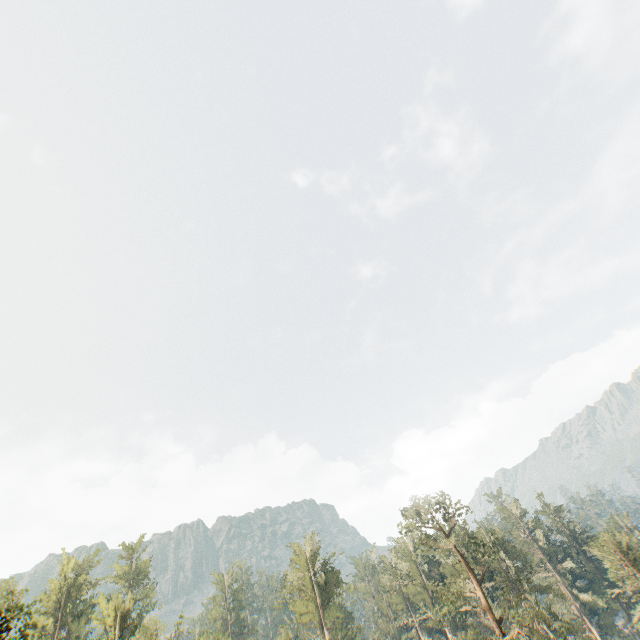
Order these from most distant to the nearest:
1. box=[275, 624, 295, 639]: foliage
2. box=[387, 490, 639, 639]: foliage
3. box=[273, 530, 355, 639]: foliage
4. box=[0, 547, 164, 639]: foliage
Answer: box=[273, 530, 355, 639]: foliage < box=[275, 624, 295, 639]: foliage < box=[387, 490, 639, 639]: foliage < box=[0, 547, 164, 639]: foliage

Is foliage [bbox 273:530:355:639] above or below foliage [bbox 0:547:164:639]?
below

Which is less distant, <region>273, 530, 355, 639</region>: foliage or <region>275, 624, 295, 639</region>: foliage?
<region>275, 624, 295, 639</region>: foliage

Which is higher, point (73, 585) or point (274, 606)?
point (73, 585)

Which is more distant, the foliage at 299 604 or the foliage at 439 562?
the foliage at 299 604
